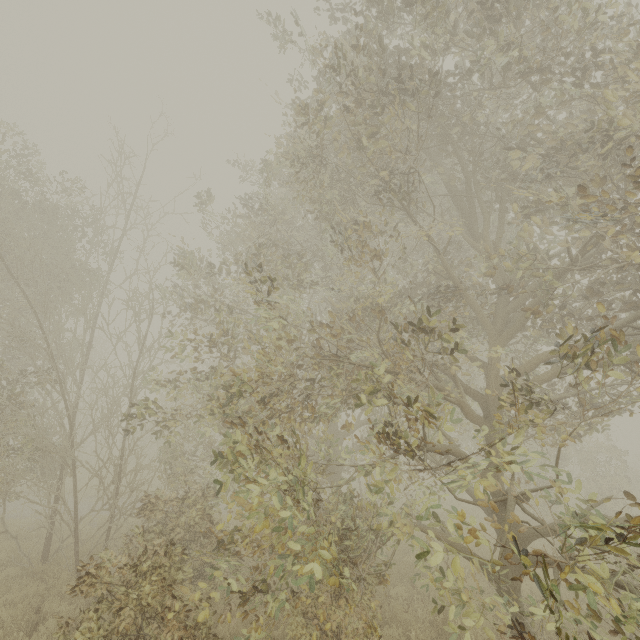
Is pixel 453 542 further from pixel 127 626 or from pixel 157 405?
pixel 157 405
